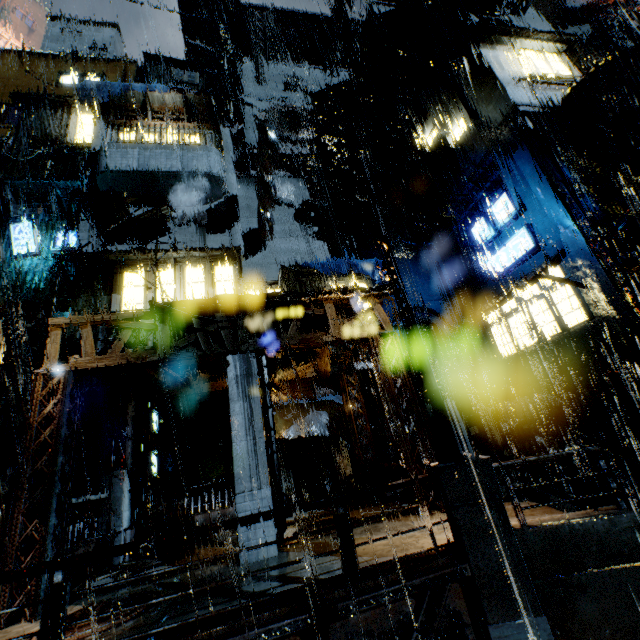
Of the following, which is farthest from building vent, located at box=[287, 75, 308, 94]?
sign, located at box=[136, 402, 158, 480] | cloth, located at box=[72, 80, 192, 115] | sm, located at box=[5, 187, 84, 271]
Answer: sign, located at box=[136, 402, 158, 480]

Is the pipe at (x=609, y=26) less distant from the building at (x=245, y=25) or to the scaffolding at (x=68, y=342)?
the building at (x=245, y=25)

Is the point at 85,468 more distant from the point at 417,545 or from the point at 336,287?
the point at 336,287

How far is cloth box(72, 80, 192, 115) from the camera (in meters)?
18.50

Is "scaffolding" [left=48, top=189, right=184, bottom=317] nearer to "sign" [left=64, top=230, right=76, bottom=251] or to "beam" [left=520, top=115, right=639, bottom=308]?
"sign" [left=64, top=230, right=76, bottom=251]

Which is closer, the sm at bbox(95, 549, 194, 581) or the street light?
→ the street light

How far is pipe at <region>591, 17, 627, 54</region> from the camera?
45.8 meters

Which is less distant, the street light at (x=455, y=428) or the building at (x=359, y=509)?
the street light at (x=455, y=428)
